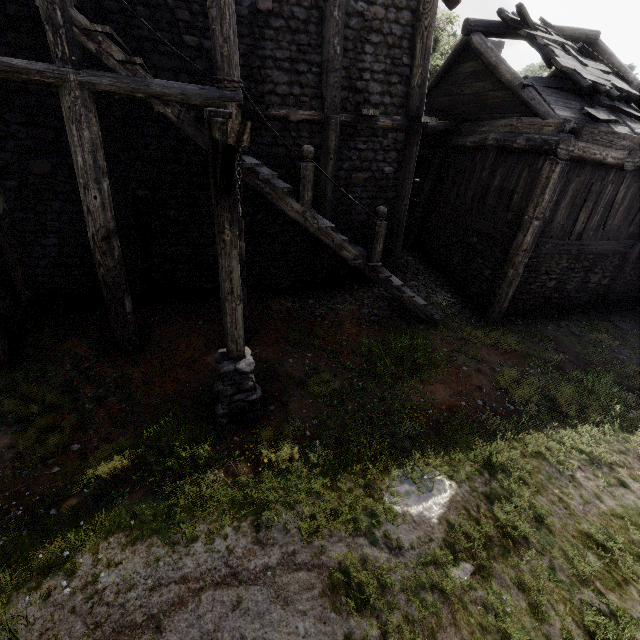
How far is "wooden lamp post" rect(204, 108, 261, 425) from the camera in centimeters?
314cm

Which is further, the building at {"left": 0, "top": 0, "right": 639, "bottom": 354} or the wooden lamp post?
the building at {"left": 0, "top": 0, "right": 639, "bottom": 354}

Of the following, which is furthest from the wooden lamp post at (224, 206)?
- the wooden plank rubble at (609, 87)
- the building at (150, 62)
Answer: the wooden plank rubble at (609, 87)

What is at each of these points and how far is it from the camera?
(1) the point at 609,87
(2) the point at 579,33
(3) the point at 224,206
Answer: (1) wooden plank rubble, 9.0 meters
(2) building, 10.9 meters
(3) wooden lamp post, 4.2 meters

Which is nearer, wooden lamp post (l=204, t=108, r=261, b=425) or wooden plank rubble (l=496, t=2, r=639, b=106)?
wooden lamp post (l=204, t=108, r=261, b=425)

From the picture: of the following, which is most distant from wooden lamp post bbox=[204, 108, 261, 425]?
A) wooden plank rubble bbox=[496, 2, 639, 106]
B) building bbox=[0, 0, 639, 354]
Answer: wooden plank rubble bbox=[496, 2, 639, 106]

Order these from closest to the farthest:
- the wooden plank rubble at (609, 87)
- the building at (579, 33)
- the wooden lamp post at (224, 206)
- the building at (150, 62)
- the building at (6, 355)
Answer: the wooden lamp post at (224, 206), the building at (150, 62), the building at (6, 355), the wooden plank rubble at (609, 87), the building at (579, 33)
